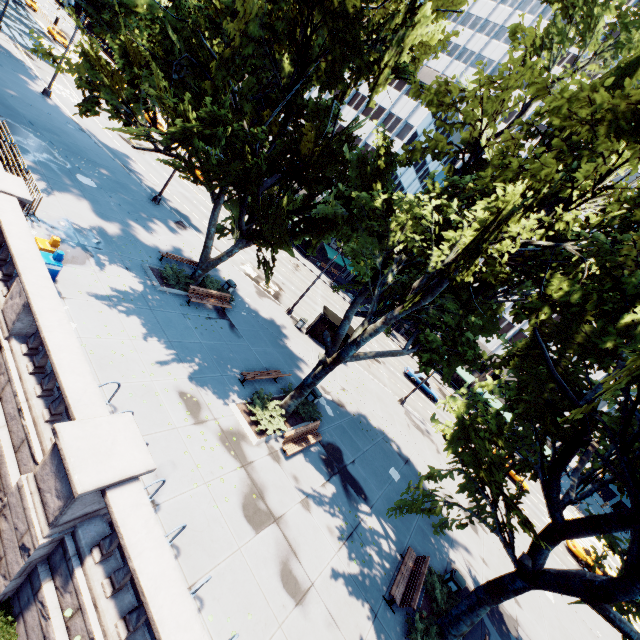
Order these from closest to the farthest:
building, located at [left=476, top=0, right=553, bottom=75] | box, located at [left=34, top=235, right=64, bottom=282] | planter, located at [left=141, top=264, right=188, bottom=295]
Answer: box, located at [left=34, top=235, right=64, bottom=282], planter, located at [left=141, top=264, right=188, bottom=295], building, located at [left=476, top=0, right=553, bottom=75]

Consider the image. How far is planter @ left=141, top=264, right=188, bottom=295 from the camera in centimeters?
1594cm

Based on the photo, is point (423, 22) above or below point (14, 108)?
above

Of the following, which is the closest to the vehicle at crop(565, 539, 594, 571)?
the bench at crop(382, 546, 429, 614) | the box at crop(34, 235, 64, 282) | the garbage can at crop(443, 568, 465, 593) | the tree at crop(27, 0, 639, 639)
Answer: the tree at crop(27, 0, 639, 639)

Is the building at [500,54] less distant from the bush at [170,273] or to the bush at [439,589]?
the bush at [170,273]

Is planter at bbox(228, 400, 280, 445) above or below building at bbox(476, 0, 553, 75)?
below

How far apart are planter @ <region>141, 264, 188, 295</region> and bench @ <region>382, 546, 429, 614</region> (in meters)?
15.49

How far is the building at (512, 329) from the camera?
52.3m
